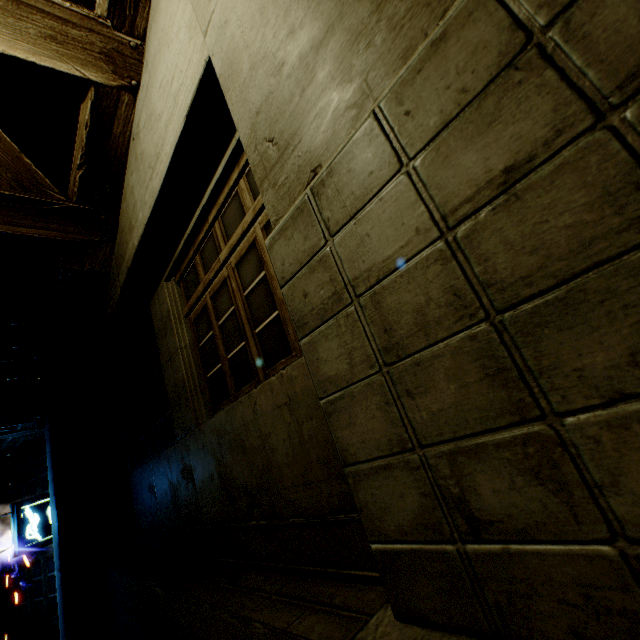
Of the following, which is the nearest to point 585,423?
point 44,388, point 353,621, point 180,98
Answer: point 353,621

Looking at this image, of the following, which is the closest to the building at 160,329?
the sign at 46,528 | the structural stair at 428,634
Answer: the structural stair at 428,634

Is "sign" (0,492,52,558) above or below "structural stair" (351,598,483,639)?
above

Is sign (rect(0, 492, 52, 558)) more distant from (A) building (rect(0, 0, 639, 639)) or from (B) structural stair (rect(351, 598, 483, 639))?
(B) structural stair (rect(351, 598, 483, 639))

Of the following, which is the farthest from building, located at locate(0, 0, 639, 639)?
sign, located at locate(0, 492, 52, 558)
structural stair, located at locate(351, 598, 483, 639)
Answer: sign, located at locate(0, 492, 52, 558)
